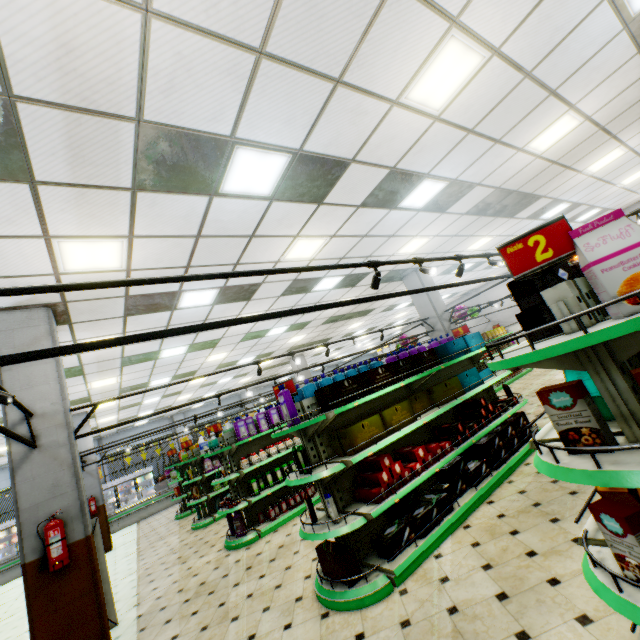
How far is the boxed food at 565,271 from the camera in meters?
2.0 m

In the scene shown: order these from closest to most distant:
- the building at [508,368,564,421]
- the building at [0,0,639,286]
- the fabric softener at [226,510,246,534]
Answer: the building at [0,0,639,286]
the fabric softener at [226,510,246,534]
the building at [508,368,564,421]

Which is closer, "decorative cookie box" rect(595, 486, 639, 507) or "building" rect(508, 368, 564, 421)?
"decorative cookie box" rect(595, 486, 639, 507)

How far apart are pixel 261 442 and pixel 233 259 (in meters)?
4.59

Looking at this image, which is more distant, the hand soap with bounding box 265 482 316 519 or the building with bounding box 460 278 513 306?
the building with bounding box 460 278 513 306

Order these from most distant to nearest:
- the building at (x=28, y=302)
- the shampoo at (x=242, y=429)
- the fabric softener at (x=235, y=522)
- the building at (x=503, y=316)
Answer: the building at (x=503, y=316)
the shampoo at (x=242, y=429)
the fabric softener at (x=235, y=522)
the building at (x=28, y=302)

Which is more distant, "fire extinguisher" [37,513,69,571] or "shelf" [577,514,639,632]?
"fire extinguisher" [37,513,69,571]

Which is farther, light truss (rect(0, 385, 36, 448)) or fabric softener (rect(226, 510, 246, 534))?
fabric softener (rect(226, 510, 246, 534))
